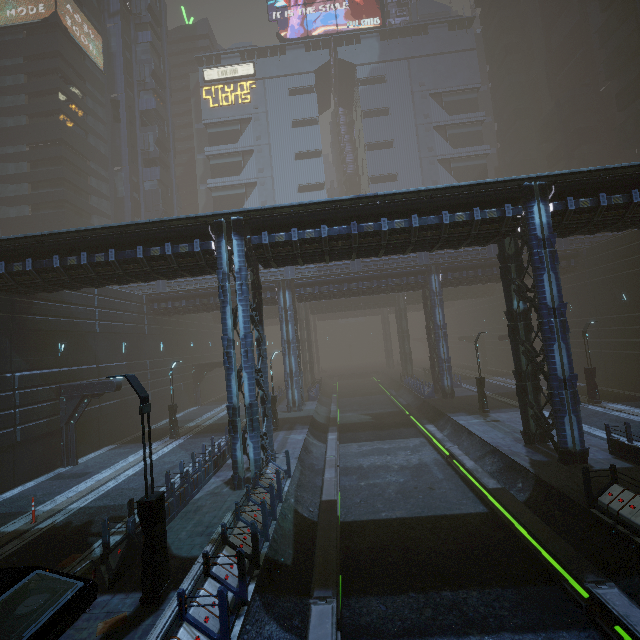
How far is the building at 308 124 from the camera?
56.4 meters

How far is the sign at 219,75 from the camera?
57.59m

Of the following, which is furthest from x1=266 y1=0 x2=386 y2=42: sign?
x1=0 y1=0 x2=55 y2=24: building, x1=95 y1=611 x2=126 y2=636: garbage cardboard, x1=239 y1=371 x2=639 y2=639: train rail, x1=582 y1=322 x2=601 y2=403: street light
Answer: x1=95 y1=611 x2=126 y2=636: garbage cardboard

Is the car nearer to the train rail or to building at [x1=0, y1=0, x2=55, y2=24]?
building at [x1=0, y1=0, x2=55, y2=24]

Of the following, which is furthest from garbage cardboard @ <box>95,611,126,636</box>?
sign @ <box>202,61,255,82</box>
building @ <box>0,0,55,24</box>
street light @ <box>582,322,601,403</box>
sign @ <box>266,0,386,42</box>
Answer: sign @ <box>266,0,386,42</box>

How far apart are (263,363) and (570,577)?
13.5 meters

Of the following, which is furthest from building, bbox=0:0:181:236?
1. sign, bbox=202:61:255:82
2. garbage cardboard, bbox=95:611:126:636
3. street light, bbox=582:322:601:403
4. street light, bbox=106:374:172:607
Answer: street light, bbox=582:322:601:403
